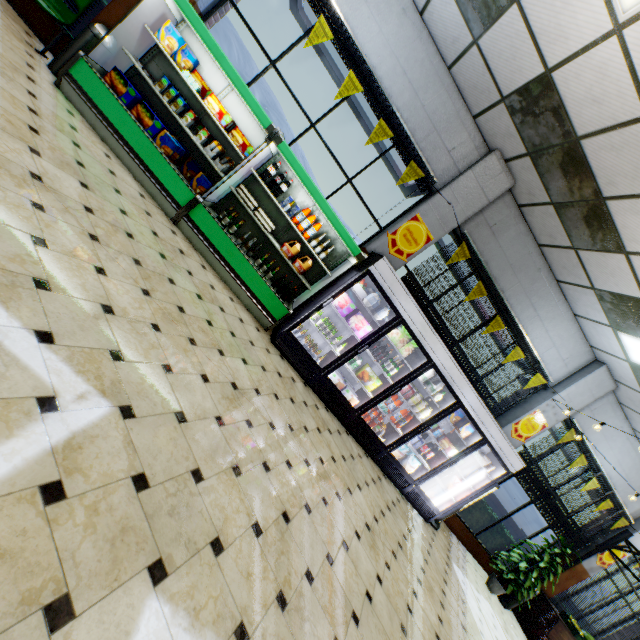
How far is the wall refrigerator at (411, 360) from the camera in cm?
563

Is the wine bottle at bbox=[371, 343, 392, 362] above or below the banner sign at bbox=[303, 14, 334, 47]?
below

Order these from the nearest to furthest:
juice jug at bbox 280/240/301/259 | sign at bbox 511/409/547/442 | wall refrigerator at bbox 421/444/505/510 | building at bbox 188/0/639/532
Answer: building at bbox 188/0/639/532 → juice jug at bbox 280/240/301/259 → wall refrigerator at bbox 421/444/505/510 → sign at bbox 511/409/547/442

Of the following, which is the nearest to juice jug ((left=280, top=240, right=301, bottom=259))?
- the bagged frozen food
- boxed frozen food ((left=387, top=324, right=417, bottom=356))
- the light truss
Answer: boxed frozen food ((left=387, top=324, right=417, bottom=356))

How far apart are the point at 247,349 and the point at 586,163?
5.1m

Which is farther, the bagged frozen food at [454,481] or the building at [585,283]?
the bagged frozen food at [454,481]

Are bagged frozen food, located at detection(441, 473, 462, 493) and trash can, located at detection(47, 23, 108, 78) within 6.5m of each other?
no

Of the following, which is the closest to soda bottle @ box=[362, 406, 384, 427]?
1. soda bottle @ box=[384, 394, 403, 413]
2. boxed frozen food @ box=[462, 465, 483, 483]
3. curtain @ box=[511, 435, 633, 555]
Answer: soda bottle @ box=[384, 394, 403, 413]
